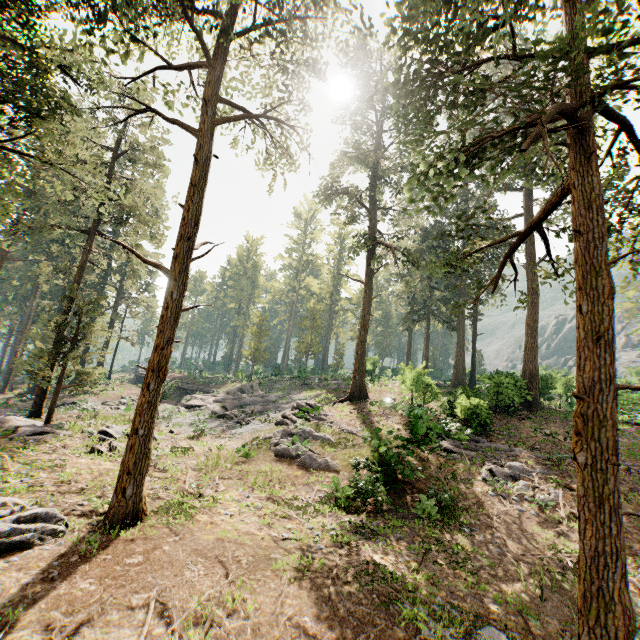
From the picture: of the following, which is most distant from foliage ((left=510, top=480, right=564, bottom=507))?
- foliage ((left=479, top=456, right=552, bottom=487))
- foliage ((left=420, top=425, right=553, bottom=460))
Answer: foliage ((left=479, top=456, right=552, bottom=487))

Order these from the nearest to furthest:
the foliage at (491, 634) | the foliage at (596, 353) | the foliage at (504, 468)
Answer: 1. the foliage at (596, 353)
2. the foliage at (491, 634)
3. the foliage at (504, 468)

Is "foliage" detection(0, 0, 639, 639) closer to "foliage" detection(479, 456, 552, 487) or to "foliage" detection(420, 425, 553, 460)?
"foliage" detection(420, 425, 553, 460)

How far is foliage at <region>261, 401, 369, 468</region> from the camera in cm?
1617

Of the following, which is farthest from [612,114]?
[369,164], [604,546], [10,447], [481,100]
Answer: [10,447]

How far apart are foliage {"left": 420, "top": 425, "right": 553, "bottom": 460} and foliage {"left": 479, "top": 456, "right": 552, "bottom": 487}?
0.8 meters

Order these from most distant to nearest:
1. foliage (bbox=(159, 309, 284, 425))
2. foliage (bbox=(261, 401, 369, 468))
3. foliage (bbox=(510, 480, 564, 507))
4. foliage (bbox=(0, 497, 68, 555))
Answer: foliage (bbox=(159, 309, 284, 425)) → foliage (bbox=(261, 401, 369, 468)) → foliage (bbox=(510, 480, 564, 507)) → foliage (bbox=(0, 497, 68, 555))

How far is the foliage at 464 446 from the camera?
16.5 meters
